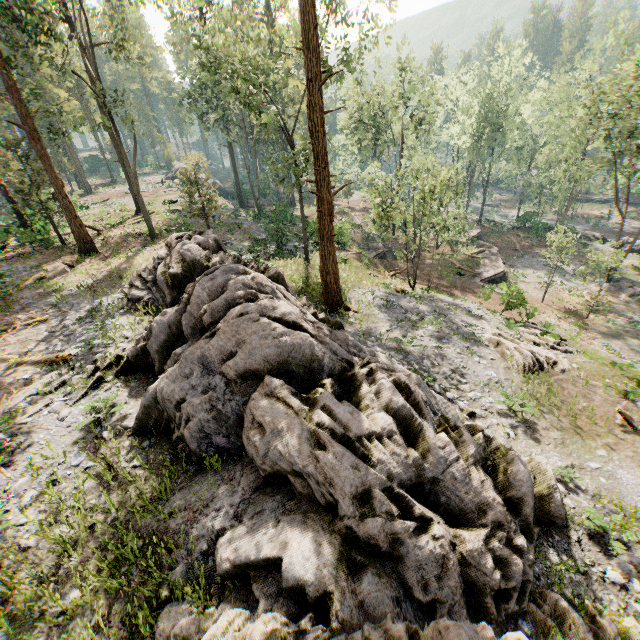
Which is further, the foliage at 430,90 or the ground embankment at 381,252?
the ground embankment at 381,252

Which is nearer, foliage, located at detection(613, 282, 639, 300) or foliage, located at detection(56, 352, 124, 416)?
foliage, located at detection(56, 352, 124, 416)

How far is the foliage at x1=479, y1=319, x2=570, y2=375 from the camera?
15.6m

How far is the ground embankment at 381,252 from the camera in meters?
33.8 m

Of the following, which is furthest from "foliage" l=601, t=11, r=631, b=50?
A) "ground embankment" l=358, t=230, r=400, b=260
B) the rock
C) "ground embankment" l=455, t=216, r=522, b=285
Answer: "ground embankment" l=358, t=230, r=400, b=260

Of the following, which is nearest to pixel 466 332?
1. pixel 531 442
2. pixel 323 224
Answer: pixel 531 442

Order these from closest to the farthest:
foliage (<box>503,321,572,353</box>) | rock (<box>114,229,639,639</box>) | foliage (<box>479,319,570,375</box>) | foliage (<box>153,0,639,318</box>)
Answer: rock (<box>114,229,639,639</box>) → foliage (<box>479,319,570,375</box>) → foliage (<box>153,0,639,318</box>) → foliage (<box>503,321,572,353</box>)
